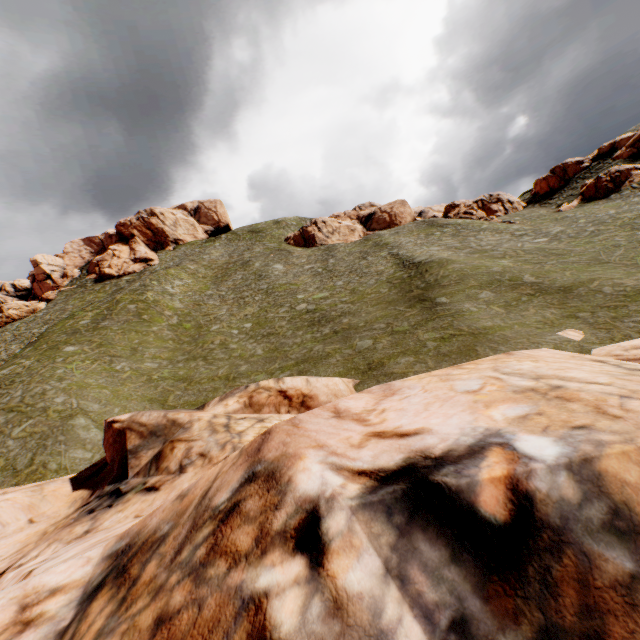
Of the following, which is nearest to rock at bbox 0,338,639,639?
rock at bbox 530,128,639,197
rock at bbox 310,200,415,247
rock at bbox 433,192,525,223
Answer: rock at bbox 530,128,639,197

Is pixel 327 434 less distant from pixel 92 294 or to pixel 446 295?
pixel 446 295

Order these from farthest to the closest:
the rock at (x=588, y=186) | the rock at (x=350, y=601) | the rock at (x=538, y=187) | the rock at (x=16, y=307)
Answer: the rock at (x=16, y=307) → the rock at (x=538, y=187) → the rock at (x=588, y=186) → the rock at (x=350, y=601)

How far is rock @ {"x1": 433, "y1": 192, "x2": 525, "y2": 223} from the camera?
48.22m

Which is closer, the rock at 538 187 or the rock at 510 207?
the rock at 538 187

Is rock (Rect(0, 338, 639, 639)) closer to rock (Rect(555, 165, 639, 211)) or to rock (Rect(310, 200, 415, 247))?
rock (Rect(555, 165, 639, 211))

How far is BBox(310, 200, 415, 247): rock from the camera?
57.28m

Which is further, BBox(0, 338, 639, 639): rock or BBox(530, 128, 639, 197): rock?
BBox(530, 128, 639, 197): rock
